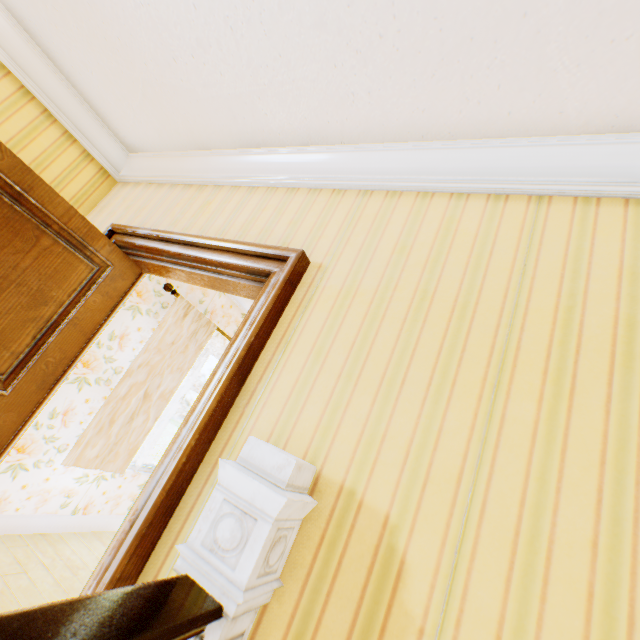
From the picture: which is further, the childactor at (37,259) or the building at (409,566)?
the childactor at (37,259)

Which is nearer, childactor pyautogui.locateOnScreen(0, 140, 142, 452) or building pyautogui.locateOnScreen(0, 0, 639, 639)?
building pyautogui.locateOnScreen(0, 0, 639, 639)

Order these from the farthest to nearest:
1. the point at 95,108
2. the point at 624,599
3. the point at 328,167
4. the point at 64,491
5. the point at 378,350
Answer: the point at 64,491
the point at 95,108
the point at 328,167
the point at 378,350
the point at 624,599
